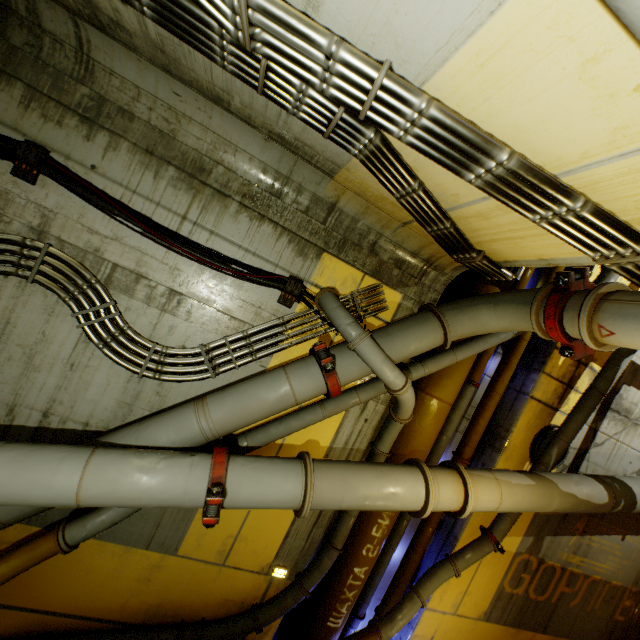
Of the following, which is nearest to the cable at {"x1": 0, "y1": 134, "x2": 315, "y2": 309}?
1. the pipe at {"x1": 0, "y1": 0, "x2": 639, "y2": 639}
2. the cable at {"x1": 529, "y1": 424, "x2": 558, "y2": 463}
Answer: the pipe at {"x1": 0, "y1": 0, "x2": 639, "y2": 639}

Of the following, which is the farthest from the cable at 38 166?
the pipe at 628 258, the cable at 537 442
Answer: the cable at 537 442

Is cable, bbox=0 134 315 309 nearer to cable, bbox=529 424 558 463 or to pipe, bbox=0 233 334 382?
pipe, bbox=0 233 334 382

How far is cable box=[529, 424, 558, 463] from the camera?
5.5m

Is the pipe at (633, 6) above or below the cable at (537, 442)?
above

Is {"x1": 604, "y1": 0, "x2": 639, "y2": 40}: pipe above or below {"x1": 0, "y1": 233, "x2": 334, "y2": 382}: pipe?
above

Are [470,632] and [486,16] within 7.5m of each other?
no
